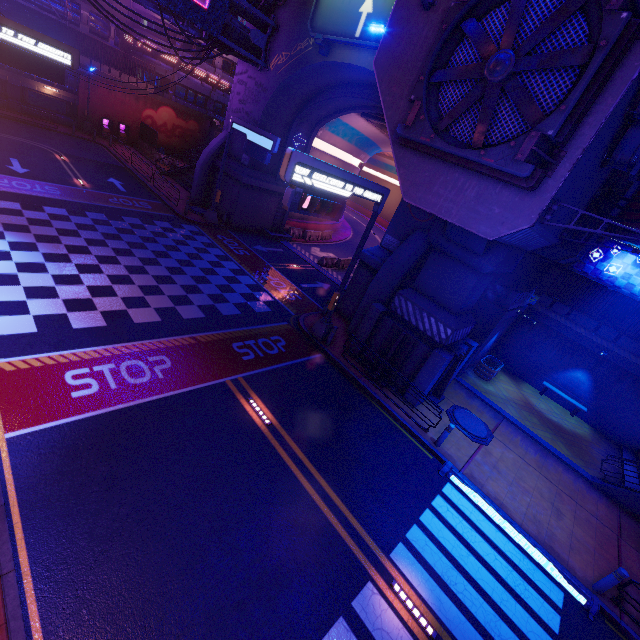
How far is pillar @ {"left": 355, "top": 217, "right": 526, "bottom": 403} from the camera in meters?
11.9

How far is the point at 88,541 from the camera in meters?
6.0

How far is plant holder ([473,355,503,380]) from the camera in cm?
1809

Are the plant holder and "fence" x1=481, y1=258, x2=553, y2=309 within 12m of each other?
yes

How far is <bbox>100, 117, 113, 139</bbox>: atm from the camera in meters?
34.4

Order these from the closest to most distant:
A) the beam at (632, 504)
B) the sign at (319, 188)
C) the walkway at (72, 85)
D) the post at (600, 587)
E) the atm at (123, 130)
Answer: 1. the post at (600, 587)
2. the sign at (319, 188)
3. the beam at (632, 504)
4. the walkway at (72, 85)
5. the atm at (123, 130)

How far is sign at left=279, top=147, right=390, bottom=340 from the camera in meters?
9.2 m

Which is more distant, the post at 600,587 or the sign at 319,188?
the sign at 319,188
